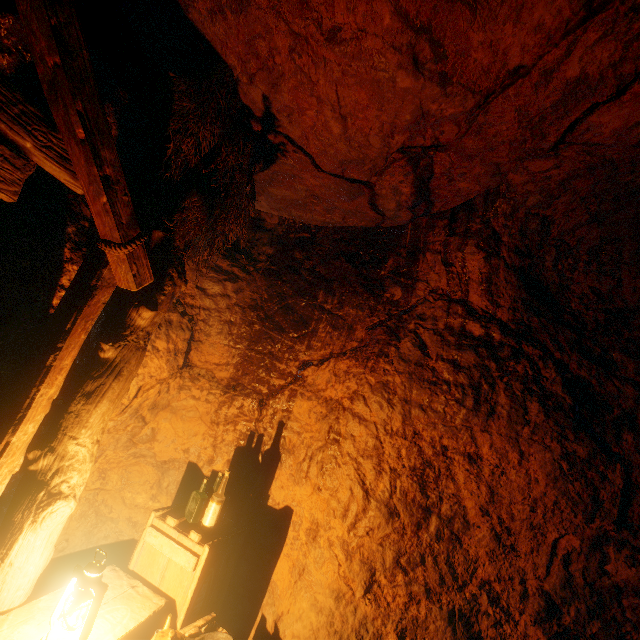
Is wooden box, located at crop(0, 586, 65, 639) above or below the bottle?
below

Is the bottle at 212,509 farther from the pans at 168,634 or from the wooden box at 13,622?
the pans at 168,634

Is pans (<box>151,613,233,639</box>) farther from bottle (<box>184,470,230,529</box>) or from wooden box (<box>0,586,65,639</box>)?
bottle (<box>184,470,230,529</box>)

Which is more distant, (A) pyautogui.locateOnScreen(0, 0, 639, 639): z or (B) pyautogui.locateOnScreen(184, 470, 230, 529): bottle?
(B) pyautogui.locateOnScreen(184, 470, 230, 529): bottle

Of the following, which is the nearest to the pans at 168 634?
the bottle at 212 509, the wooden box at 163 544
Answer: the wooden box at 163 544

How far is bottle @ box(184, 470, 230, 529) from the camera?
2.8 meters

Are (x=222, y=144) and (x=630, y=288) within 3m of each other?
no

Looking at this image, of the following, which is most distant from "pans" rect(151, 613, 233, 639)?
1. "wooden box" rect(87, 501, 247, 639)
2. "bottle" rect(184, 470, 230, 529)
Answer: "bottle" rect(184, 470, 230, 529)
